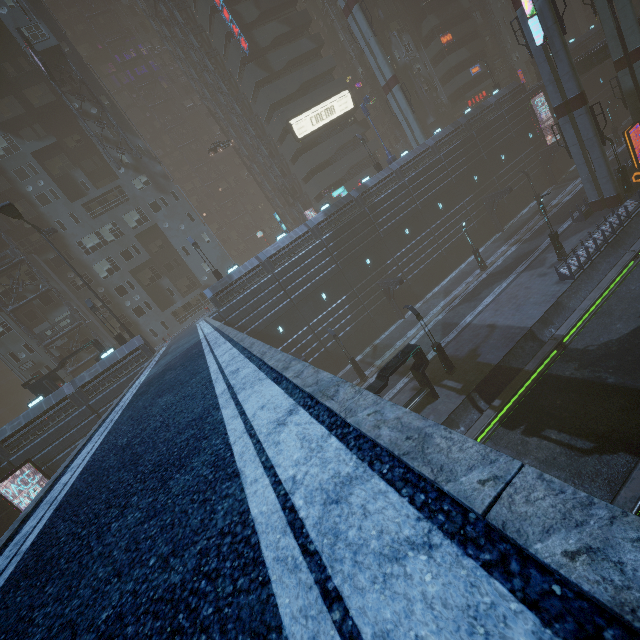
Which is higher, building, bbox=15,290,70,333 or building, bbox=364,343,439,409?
building, bbox=15,290,70,333

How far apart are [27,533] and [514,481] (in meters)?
6.24

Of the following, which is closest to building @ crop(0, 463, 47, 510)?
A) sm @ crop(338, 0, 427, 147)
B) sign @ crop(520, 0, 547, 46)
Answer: sign @ crop(520, 0, 547, 46)

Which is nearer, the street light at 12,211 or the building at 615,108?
the street light at 12,211

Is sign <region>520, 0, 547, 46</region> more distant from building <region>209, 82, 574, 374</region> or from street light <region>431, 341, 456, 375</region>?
street light <region>431, 341, 456, 375</region>

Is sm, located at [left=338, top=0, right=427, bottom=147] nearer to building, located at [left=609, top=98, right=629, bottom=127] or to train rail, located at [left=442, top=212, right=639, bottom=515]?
building, located at [left=609, top=98, right=629, bottom=127]

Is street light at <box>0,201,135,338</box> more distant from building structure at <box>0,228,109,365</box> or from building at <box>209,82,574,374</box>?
building structure at <box>0,228,109,365</box>

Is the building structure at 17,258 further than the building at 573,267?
Yes
